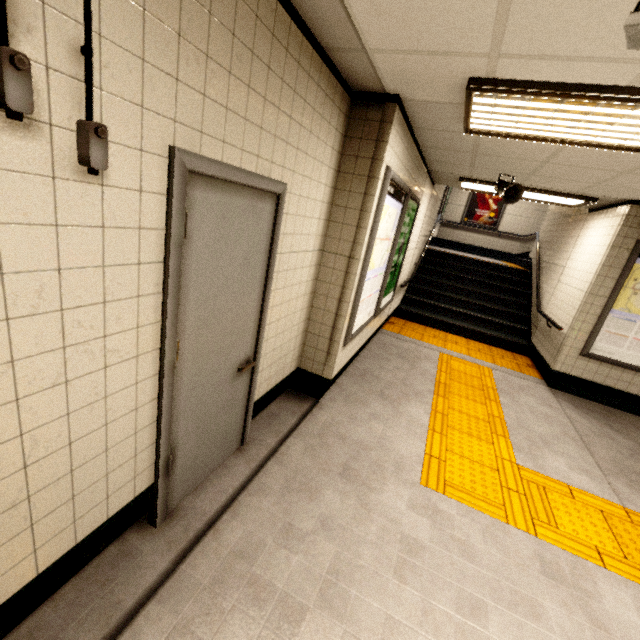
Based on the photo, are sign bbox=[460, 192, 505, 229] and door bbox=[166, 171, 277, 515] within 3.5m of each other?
no

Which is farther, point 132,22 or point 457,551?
point 457,551

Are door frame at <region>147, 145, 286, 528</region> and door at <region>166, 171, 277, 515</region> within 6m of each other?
yes

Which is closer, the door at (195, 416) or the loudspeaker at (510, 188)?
the door at (195, 416)

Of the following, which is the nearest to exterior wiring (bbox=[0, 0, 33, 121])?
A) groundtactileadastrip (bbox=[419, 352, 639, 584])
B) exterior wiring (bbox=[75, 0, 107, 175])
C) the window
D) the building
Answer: exterior wiring (bbox=[75, 0, 107, 175])

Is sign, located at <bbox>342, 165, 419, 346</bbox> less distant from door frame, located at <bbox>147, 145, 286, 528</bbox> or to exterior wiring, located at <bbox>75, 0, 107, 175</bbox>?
door frame, located at <bbox>147, 145, 286, 528</bbox>

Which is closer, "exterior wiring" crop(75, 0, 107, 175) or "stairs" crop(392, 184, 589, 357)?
"exterior wiring" crop(75, 0, 107, 175)

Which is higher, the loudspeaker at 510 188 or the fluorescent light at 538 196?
the fluorescent light at 538 196
